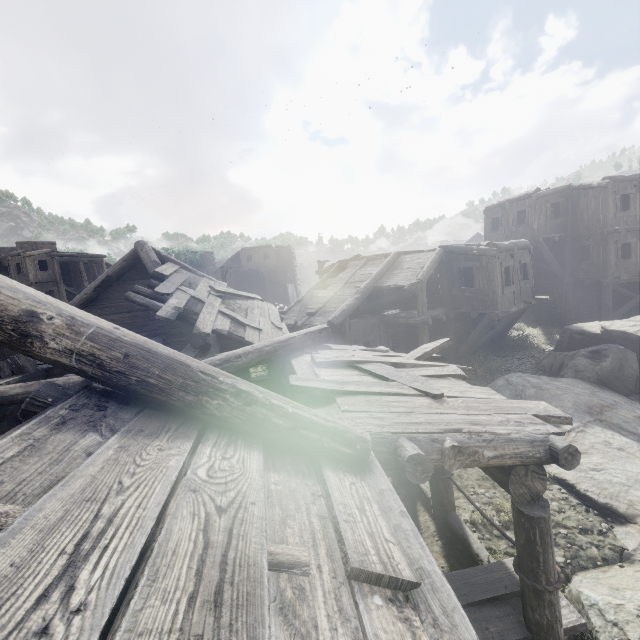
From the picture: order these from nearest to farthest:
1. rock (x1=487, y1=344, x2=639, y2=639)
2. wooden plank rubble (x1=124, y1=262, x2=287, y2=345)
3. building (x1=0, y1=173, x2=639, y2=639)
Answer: building (x1=0, y1=173, x2=639, y2=639) → rock (x1=487, y1=344, x2=639, y2=639) → wooden plank rubble (x1=124, y1=262, x2=287, y2=345)

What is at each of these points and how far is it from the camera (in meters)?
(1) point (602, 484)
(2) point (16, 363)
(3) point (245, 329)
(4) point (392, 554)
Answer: (1) rock, 6.53
(2) broken furniture, 7.71
(3) wooden plank rubble, 8.48
(4) building, 1.82

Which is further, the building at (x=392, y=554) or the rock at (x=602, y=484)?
the rock at (x=602, y=484)

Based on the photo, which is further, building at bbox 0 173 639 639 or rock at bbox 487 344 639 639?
rock at bbox 487 344 639 639

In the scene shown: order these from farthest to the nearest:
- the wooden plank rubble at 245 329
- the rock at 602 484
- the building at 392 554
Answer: the wooden plank rubble at 245 329
the rock at 602 484
the building at 392 554

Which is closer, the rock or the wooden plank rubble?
the rock

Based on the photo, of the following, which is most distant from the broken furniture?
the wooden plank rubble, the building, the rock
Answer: the rock

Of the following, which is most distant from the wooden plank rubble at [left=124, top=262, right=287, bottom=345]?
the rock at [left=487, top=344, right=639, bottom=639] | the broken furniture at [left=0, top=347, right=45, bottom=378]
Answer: the rock at [left=487, top=344, right=639, bottom=639]
